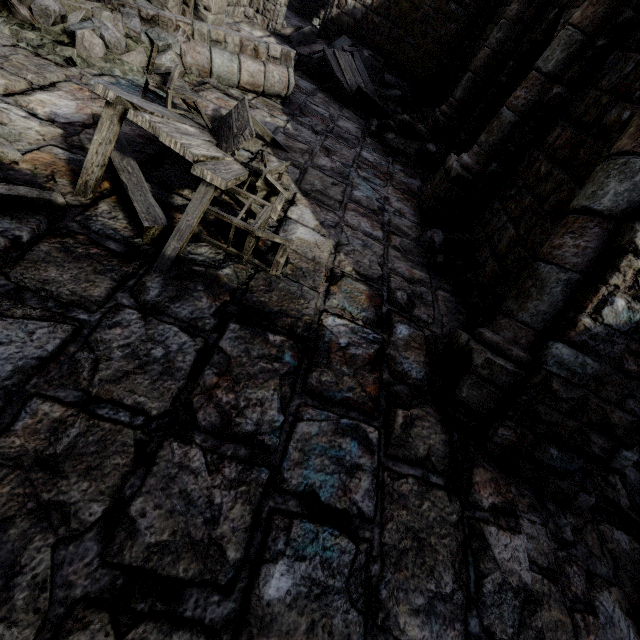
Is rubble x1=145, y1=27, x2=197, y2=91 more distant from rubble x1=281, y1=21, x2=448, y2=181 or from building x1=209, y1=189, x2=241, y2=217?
rubble x1=281, y1=21, x2=448, y2=181

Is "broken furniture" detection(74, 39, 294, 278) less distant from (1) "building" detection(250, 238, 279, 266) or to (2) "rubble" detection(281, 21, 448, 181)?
(1) "building" detection(250, 238, 279, 266)

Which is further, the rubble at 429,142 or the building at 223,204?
the rubble at 429,142

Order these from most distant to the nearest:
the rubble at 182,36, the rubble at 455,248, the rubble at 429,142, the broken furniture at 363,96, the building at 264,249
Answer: the broken furniture at 363,96, the rubble at 429,142, the rubble at 182,36, the rubble at 455,248, the building at 264,249

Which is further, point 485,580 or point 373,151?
point 373,151

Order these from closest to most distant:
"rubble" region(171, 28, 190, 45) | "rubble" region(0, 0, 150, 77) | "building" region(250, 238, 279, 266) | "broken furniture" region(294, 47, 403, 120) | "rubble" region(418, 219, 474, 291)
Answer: "building" region(250, 238, 279, 266) < "rubble" region(0, 0, 150, 77) < "rubble" region(418, 219, 474, 291) < "rubble" region(171, 28, 190, 45) < "broken furniture" region(294, 47, 403, 120)

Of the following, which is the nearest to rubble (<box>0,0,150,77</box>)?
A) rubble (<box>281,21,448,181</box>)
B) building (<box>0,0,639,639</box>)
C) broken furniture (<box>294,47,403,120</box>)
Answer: building (<box>0,0,639,639</box>)
